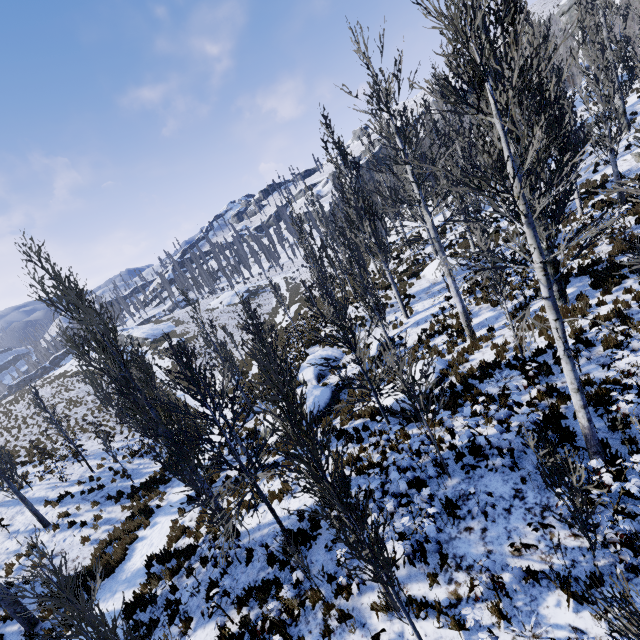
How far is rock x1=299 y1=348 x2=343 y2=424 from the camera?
15.24m

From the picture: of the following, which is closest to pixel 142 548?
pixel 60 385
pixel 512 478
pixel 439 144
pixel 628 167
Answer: pixel 512 478

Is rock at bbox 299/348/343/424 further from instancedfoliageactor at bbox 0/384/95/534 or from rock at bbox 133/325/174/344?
rock at bbox 133/325/174/344

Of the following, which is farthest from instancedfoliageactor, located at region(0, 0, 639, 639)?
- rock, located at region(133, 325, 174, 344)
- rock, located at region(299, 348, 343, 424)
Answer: rock, located at region(133, 325, 174, 344)

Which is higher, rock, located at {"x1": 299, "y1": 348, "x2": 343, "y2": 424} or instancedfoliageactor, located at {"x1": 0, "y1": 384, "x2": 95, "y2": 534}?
instancedfoliageactor, located at {"x1": 0, "y1": 384, "x2": 95, "y2": 534}

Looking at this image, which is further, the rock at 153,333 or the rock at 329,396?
the rock at 153,333

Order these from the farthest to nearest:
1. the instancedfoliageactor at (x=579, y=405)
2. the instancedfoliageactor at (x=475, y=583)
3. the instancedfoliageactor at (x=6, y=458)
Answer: the instancedfoliageactor at (x=6, y=458), the instancedfoliageactor at (x=475, y=583), the instancedfoliageactor at (x=579, y=405)
